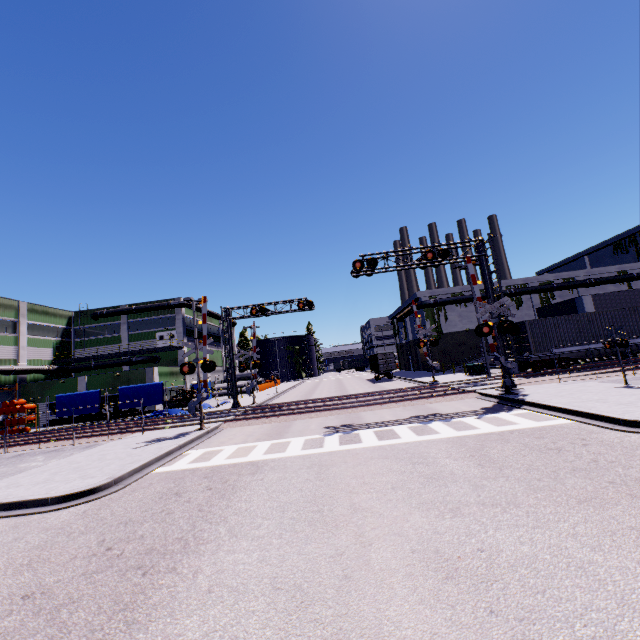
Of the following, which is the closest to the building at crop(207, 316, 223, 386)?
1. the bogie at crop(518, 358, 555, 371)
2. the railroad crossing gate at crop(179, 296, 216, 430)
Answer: the bogie at crop(518, 358, 555, 371)

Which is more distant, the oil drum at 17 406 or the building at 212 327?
the building at 212 327

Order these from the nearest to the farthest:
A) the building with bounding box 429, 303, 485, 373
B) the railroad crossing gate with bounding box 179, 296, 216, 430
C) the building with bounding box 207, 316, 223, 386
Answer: the railroad crossing gate with bounding box 179, 296, 216, 430 < the building with bounding box 429, 303, 485, 373 < the building with bounding box 207, 316, 223, 386

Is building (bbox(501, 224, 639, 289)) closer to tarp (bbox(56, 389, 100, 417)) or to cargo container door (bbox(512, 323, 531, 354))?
tarp (bbox(56, 389, 100, 417))

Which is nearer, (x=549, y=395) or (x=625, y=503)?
(x=625, y=503)

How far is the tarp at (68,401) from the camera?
28.2m

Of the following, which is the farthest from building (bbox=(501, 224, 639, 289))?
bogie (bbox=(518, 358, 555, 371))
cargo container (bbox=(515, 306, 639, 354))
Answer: bogie (bbox=(518, 358, 555, 371))

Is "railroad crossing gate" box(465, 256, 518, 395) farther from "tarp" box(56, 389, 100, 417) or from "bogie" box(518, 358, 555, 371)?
"tarp" box(56, 389, 100, 417)
